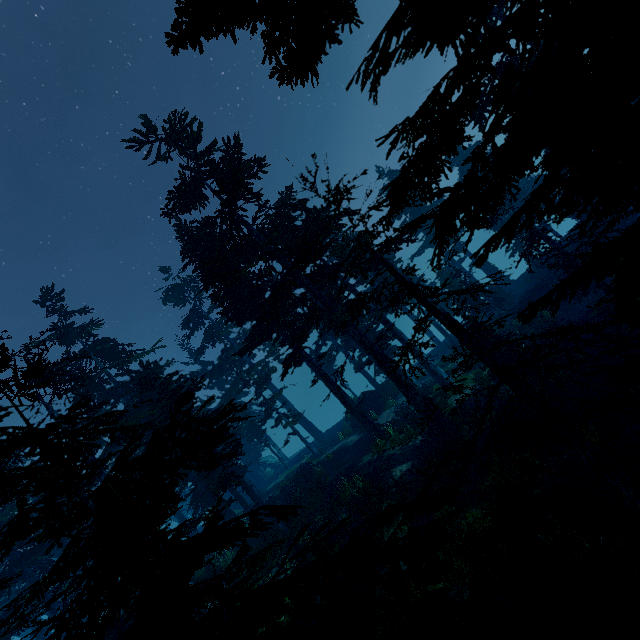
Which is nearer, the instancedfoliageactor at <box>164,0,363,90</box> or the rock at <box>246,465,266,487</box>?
the instancedfoliageactor at <box>164,0,363,90</box>

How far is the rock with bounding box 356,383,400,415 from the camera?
30.47m

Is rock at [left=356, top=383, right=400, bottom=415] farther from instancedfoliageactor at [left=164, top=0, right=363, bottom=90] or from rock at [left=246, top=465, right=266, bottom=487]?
rock at [left=246, top=465, right=266, bottom=487]

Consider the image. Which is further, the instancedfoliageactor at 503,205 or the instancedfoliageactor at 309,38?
the instancedfoliageactor at 309,38

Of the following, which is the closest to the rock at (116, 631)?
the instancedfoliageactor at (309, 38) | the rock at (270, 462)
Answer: the instancedfoliageactor at (309, 38)

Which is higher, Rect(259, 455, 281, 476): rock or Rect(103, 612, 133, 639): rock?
Rect(103, 612, 133, 639): rock

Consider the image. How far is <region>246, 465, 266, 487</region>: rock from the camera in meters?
43.6 m

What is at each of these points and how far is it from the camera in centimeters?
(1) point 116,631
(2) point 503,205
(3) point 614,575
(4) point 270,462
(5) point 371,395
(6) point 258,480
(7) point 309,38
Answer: (1) rock, 1550cm
(2) instancedfoliageactor, 584cm
(3) instancedfoliageactor, 818cm
(4) rock, 4631cm
(5) rock, 3297cm
(6) rock, 4381cm
(7) instancedfoliageactor, 505cm
